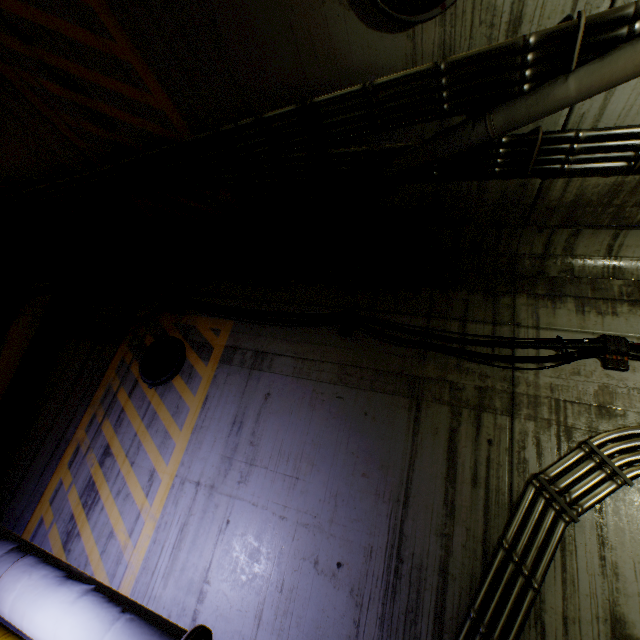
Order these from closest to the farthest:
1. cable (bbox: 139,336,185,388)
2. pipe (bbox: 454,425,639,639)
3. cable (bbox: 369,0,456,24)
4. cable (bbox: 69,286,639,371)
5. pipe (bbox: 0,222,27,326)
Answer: cable (bbox: 369,0,456,24)
pipe (bbox: 454,425,639,639)
cable (bbox: 69,286,639,371)
cable (bbox: 139,336,185,388)
pipe (bbox: 0,222,27,326)

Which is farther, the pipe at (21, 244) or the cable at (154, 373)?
the pipe at (21, 244)

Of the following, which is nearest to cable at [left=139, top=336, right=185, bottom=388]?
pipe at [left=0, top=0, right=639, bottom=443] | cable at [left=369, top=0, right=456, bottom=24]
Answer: pipe at [left=0, top=0, right=639, bottom=443]

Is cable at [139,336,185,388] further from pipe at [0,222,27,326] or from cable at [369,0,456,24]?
cable at [369,0,456,24]

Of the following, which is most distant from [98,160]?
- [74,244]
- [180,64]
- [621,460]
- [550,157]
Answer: [621,460]

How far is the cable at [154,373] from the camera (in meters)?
4.96

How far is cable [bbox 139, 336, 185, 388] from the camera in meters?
5.0 m
